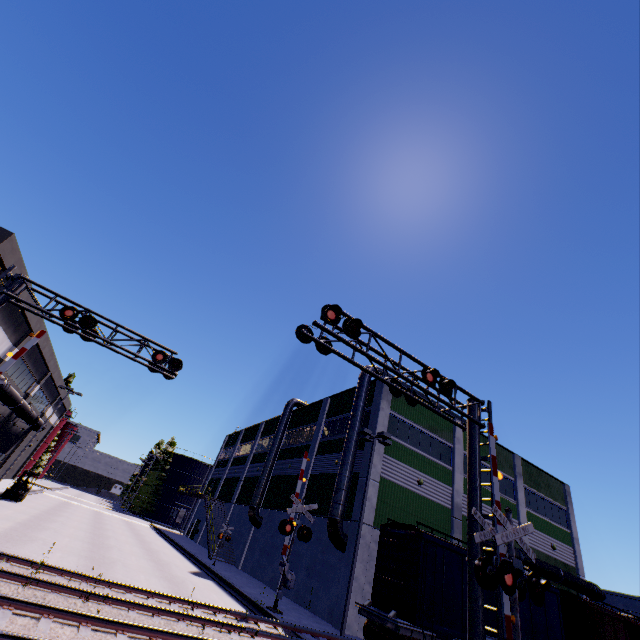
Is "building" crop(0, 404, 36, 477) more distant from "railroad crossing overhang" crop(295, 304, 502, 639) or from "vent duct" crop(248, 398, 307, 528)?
"railroad crossing overhang" crop(295, 304, 502, 639)

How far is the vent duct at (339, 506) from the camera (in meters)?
19.16

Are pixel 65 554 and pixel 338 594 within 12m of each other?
no

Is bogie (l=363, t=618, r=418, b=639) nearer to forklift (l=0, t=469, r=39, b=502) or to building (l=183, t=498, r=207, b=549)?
building (l=183, t=498, r=207, b=549)

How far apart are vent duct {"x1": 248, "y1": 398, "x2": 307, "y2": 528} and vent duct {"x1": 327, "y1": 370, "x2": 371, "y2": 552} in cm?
1226

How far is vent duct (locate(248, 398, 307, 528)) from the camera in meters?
29.5 m

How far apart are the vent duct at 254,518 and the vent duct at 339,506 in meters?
12.3

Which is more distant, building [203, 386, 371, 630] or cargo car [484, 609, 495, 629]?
building [203, 386, 371, 630]
